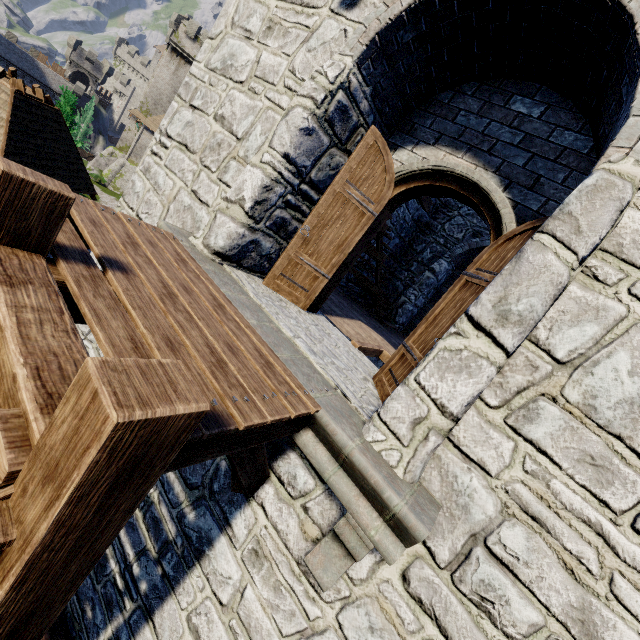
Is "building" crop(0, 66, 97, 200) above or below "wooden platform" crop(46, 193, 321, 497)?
below

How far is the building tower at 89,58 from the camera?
55.7 meters

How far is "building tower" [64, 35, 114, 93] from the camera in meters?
55.7 m

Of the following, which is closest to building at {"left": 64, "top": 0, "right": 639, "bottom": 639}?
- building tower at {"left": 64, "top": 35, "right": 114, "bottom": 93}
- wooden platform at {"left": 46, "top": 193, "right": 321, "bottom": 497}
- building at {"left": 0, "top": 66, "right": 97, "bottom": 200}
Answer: wooden platform at {"left": 46, "top": 193, "right": 321, "bottom": 497}

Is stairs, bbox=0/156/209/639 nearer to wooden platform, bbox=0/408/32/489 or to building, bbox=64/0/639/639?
wooden platform, bbox=0/408/32/489

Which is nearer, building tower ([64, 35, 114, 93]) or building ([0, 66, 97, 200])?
building ([0, 66, 97, 200])

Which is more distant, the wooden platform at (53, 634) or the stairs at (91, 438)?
the wooden platform at (53, 634)

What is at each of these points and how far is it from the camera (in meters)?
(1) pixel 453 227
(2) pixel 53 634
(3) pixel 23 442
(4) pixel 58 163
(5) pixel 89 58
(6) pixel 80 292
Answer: (1) building, 10.74
(2) wooden platform, 4.84
(3) wooden platform, 1.16
(4) building, 15.82
(5) building tower, 57.06
(6) wooden platform, 1.99
